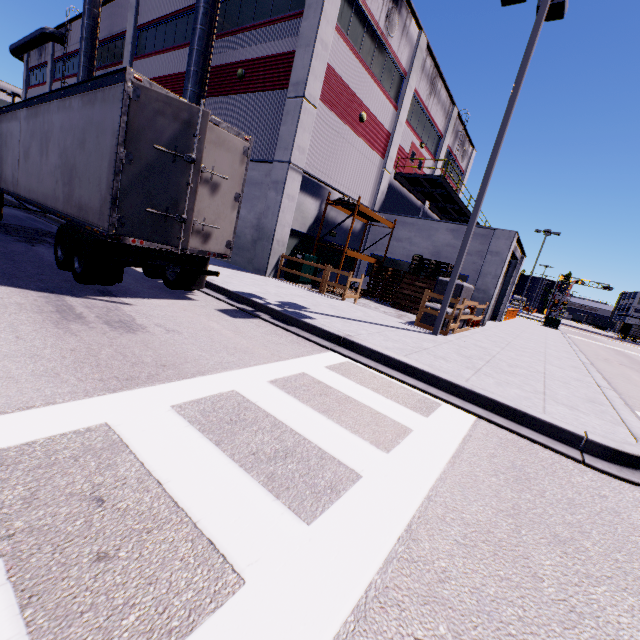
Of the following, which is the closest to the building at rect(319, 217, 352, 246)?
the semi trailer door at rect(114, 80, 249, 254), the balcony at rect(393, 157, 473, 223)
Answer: the balcony at rect(393, 157, 473, 223)

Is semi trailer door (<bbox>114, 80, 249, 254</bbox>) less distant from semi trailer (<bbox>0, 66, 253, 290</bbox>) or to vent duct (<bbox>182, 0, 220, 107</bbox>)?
semi trailer (<bbox>0, 66, 253, 290</bbox>)

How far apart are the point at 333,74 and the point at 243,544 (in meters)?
17.21

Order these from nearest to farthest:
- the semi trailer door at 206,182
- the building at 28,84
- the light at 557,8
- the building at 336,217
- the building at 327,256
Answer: the semi trailer door at 206,182 < the light at 557,8 < the building at 336,217 < the building at 327,256 < the building at 28,84

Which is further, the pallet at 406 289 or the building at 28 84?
the building at 28 84

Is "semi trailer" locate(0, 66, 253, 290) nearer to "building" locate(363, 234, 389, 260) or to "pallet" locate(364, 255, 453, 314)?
"building" locate(363, 234, 389, 260)

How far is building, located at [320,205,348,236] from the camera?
16.8m

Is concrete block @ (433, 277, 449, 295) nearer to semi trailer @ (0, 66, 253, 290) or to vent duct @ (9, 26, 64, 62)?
semi trailer @ (0, 66, 253, 290)
